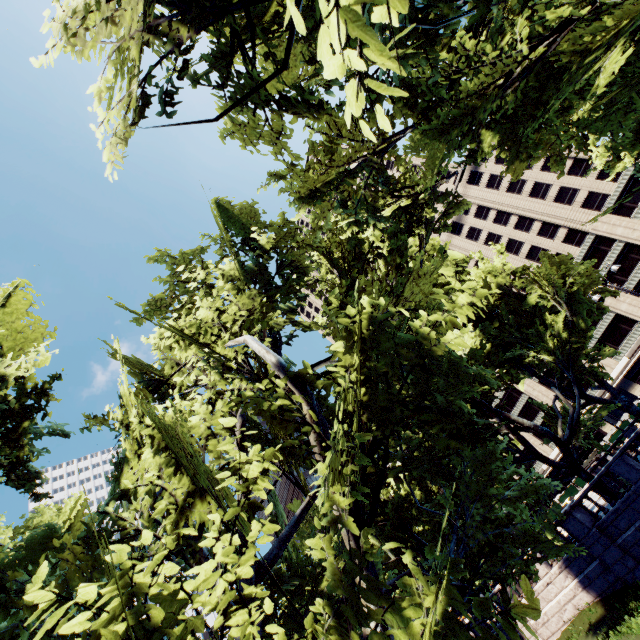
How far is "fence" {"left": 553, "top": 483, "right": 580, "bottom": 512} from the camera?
44.0 meters

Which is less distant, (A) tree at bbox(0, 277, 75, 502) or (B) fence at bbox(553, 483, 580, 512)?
(A) tree at bbox(0, 277, 75, 502)

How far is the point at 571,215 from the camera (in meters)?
52.34

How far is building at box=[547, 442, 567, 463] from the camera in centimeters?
5791cm

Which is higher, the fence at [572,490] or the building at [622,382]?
the building at [622,382]

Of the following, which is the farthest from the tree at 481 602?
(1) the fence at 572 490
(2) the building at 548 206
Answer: (1) the fence at 572 490

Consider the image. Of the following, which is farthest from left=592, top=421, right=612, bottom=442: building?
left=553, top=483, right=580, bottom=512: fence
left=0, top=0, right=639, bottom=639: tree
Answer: left=0, top=0, right=639, bottom=639: tree

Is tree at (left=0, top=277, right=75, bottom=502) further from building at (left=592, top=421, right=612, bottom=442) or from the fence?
the fence
